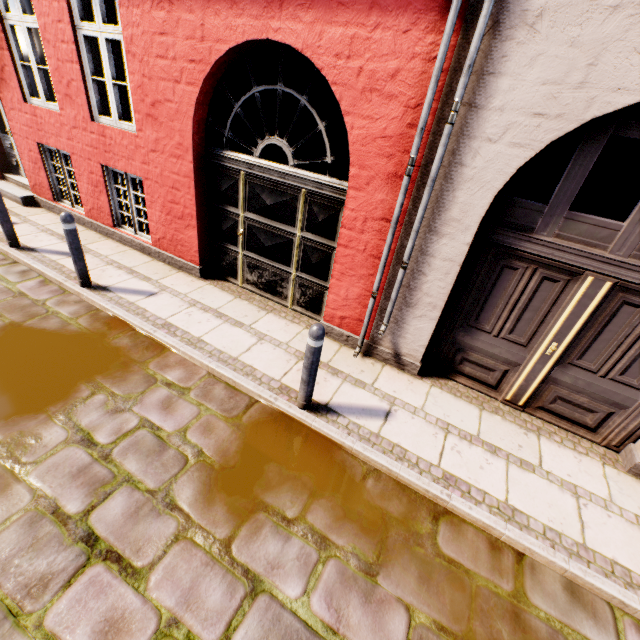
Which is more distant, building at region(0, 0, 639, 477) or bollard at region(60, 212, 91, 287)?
bollard at region(60, 212, 91, 287)

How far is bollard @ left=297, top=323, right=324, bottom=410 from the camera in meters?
3.1

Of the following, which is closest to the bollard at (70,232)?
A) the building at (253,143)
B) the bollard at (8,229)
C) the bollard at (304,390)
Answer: the building at (253,143)

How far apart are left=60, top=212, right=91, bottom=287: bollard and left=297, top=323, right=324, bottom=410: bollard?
3.9 meters

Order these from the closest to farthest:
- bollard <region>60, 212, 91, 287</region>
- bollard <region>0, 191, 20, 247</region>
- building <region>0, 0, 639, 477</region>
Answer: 1. building <region>0, 0, 639, 477</region>
2. bollard <region>60, 212, 91, 287</region>
3. bollard <region>0, 191, 20, 247</region>

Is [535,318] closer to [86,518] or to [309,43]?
[309,43]

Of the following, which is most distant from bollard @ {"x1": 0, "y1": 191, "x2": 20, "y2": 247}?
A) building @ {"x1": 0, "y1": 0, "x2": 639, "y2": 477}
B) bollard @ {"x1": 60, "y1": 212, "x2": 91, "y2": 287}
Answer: bollard @ {"x1": 60, "y1": 212, "x2": 91, "y2": 287}

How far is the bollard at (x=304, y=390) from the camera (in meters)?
3.05
